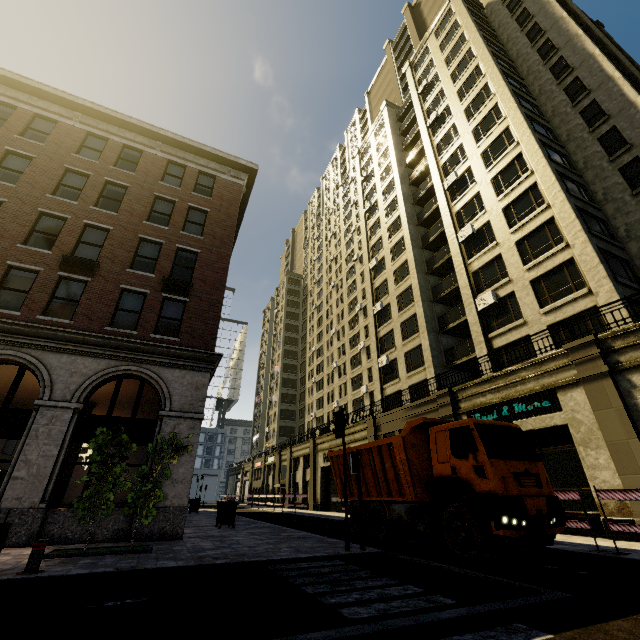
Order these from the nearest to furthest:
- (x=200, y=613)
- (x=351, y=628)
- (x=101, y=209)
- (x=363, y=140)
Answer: A:
1. (x=351, y=628)
2. (x=200, y=613)
3. (x=101, y=209)
4. (x=363, y=140)

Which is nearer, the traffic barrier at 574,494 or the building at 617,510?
the traffic barrier at 574,494

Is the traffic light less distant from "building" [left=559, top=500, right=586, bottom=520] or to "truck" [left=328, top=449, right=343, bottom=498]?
"truck" [left=328, top=449, right=343, bottom=498]

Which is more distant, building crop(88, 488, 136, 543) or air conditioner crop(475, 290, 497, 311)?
air conditioner crop(475, 290, 497, 311)

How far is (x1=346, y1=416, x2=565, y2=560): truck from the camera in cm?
757

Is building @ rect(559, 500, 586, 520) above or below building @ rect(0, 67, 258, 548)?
below

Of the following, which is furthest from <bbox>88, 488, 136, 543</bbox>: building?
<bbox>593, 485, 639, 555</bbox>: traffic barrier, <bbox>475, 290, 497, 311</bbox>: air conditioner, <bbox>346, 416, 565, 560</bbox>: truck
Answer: <bbox>346, 416, 565, 560</bbox>: truck

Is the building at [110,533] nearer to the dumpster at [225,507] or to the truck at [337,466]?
the dumpster at [225,507]
